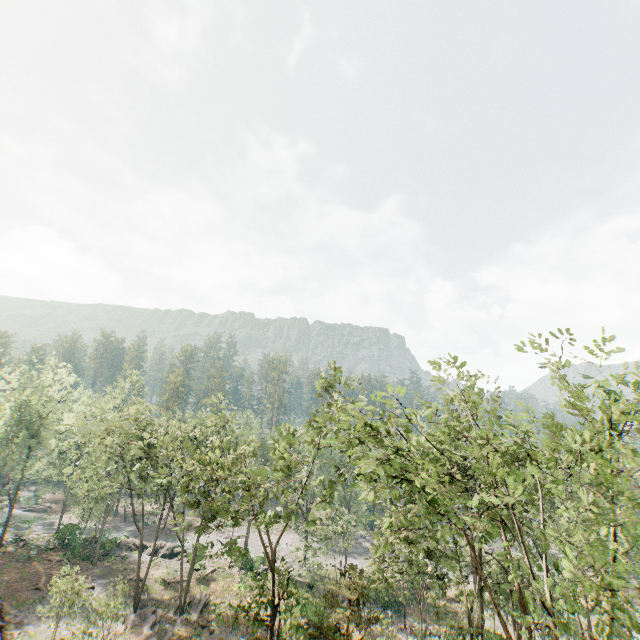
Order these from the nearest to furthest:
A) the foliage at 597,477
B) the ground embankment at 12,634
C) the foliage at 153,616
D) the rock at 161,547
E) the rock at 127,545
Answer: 1. the foliage at 597,477
2. the ground embankment at 12,634
3. the foliage at 153,616
4. the rock at 127,545
5. the rock at 161,547

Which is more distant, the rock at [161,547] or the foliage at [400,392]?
the rock at [161,547]

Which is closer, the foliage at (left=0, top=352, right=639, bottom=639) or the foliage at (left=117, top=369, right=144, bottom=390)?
the foliage at (left=0, top=352, right=639, bottom=639)

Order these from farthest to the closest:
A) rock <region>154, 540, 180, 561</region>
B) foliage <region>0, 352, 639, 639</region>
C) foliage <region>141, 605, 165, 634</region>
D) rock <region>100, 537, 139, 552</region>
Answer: rock <region>154, 540, 180, 561</region>, rock <region>100, 537, 139, 552</region>, foliage <region>141, 605, 165, 634</region>, foliage <region>0, 352, 639, 639</region>

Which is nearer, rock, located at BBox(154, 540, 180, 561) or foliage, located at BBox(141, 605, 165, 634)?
foliage, located at BBox(141, 605, 165, 634)

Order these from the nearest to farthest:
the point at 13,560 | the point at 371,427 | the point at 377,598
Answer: the point at 371,427, the point at 13,560, the point at 377,598

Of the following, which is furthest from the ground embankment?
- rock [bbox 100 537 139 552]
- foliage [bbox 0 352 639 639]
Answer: rock [bbox 100 537 139 552]

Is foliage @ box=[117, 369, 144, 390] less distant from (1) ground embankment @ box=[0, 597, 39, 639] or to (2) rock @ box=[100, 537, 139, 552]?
(2) rock @ box=[100, 537, 139, 552]
